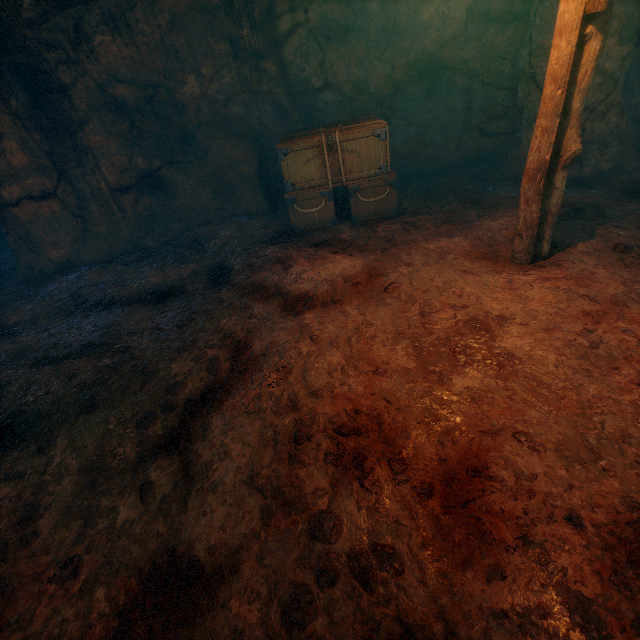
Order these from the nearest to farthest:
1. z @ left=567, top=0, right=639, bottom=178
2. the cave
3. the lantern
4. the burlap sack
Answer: the burlap sack < the lantern < z @ left=567, top=0, right=639, bottom=178 < the cave

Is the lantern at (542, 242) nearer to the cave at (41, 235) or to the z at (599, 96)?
the z at (599, 96)

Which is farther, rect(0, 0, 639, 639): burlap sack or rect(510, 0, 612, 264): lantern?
rect(510, 0, 612, 264): lantern

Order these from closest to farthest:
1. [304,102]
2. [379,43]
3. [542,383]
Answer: [542,383] → [379,43] → [304,102]

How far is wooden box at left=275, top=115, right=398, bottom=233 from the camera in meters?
5.9

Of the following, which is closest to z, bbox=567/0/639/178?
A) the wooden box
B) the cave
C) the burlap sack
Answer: the burlap sack

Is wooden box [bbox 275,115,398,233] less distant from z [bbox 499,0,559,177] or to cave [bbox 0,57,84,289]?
z [bbox 499,0,559,177]

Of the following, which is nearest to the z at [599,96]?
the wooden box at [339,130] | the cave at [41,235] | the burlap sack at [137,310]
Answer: the burlap sack at [137,310]
